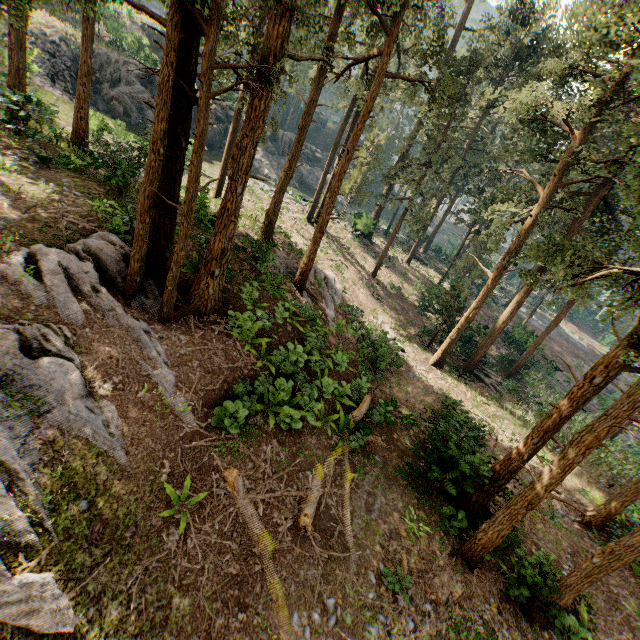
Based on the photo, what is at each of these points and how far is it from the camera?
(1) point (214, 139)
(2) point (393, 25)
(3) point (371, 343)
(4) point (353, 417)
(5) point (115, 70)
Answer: (1) rock, 40.50m
(2) foliage, 13.23m
(3) foliage, 20.25m
(4) foliage, 13.52m
(5) rock, 31.36m

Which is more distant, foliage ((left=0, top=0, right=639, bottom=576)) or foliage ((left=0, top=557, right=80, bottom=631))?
foliage ((left=0, top=0, right=639, bottom=576))

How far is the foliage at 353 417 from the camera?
11.50m

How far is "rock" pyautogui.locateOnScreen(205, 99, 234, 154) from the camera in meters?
39.8

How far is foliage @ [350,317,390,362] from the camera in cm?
1807

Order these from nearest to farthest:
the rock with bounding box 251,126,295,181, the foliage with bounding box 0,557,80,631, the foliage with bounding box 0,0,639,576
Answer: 1. the foliage with bounding box 0,557,80,631
2. the foliage with bounding box 0,0,639,576
3. the rock with bounding box 251,126,295,181

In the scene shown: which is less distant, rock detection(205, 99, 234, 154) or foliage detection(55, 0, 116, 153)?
foliage detection(55, 0, 116, 153)
